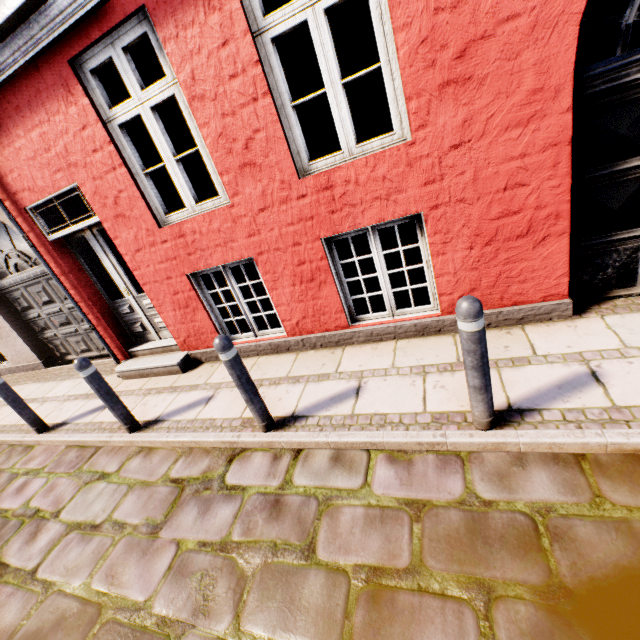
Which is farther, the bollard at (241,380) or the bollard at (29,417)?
the bollard at (29,417)

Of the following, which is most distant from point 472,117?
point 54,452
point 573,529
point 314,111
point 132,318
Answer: point 314,111

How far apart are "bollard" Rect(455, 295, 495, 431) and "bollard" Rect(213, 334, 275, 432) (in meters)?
1.85

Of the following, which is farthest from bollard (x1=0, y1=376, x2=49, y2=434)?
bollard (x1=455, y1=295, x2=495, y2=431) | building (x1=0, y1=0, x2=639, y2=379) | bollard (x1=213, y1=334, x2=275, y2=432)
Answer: bollard (x1=455, y1=295, x2=495, y2=431)

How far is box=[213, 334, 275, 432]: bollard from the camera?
2.8m

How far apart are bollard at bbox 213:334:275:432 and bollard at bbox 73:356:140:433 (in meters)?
1.85

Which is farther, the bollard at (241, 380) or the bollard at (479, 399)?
the bollard at (241, 380)

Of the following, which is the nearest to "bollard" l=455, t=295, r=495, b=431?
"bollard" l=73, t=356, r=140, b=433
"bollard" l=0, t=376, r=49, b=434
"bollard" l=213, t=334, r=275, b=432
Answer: "bollard" l=213, t=334, r=275, b=432
